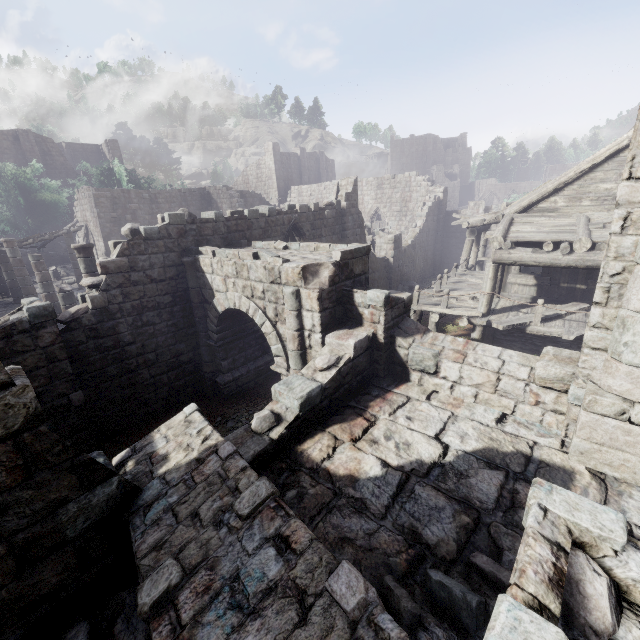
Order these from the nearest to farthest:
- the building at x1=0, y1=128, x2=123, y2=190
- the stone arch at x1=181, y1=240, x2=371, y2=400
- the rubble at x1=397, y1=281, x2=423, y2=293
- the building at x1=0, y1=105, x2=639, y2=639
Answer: the building at x1=0, y1=105, x2=639, y2=639 → the stone arch at x1=181, y1=240, x2=371, y2=400 → the rubble at x1=397, y1=281, x2=423, y2=293 → the building at x1=0, y1=128, x2=123, y2=190

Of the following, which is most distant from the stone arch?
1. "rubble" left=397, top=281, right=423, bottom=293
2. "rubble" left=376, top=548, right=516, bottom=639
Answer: "rubble" left=397, top=281, right=423, bottom=293

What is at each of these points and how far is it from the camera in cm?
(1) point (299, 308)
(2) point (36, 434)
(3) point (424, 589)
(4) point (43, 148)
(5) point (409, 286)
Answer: (1) stone arch, 737
(2) building, 301
(3) rubble, 335
(4) building, 3778
(5) rubble, 2355

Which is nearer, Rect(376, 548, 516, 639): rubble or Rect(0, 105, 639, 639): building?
Rect(0, 105, 639, 639): building

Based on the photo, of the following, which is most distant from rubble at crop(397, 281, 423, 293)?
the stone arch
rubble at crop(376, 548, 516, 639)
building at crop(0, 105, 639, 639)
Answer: rubble at crop(376, 548, 516, 639)

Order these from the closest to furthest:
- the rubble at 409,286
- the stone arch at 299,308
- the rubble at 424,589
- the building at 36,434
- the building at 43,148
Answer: the building at 36,434 < the rubble at 424,589 < the stone arch at 299,308 < the rubble at 409,286 < the building at 43,148

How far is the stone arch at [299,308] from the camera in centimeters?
726cm
